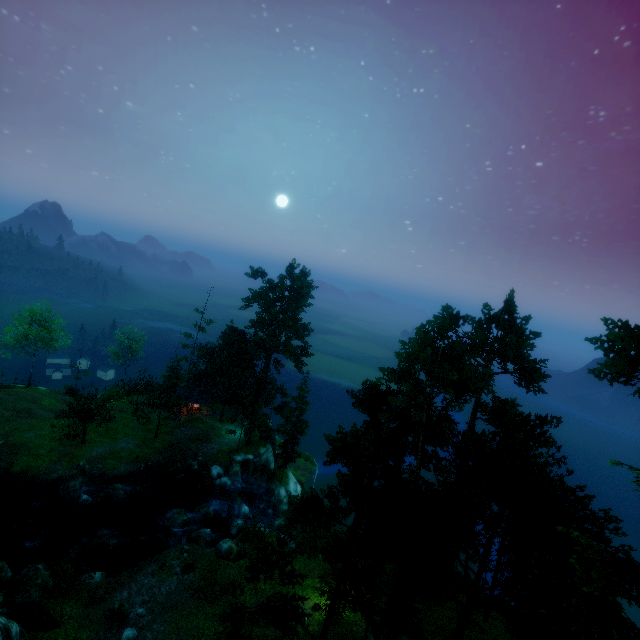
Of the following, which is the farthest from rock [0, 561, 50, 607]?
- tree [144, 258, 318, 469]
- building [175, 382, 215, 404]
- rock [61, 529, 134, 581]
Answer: building [175, 382, 215, 404]

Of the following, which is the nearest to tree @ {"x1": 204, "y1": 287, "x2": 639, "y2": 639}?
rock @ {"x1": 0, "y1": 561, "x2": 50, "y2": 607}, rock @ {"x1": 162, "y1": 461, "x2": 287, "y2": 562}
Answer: rock @ {"x1": 162, "y1": 461, "x2": 287, "y2": 562}

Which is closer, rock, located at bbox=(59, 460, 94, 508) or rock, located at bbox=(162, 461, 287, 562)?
rock, located at bbox=(162, 461, 287, 562)

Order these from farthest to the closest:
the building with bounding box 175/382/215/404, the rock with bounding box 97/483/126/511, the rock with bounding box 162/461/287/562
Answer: the building with bounding box 175/382/215/404 < the rock with bounding box 97/483/126/511 < the rock with bounding box 162/461/287/562

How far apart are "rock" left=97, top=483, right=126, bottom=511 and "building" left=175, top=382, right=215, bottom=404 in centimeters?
1359cm

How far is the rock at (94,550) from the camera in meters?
26.0

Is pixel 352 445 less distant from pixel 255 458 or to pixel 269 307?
pixel 269 307

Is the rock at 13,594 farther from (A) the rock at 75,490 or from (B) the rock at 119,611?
(A) the rock at 75,490
